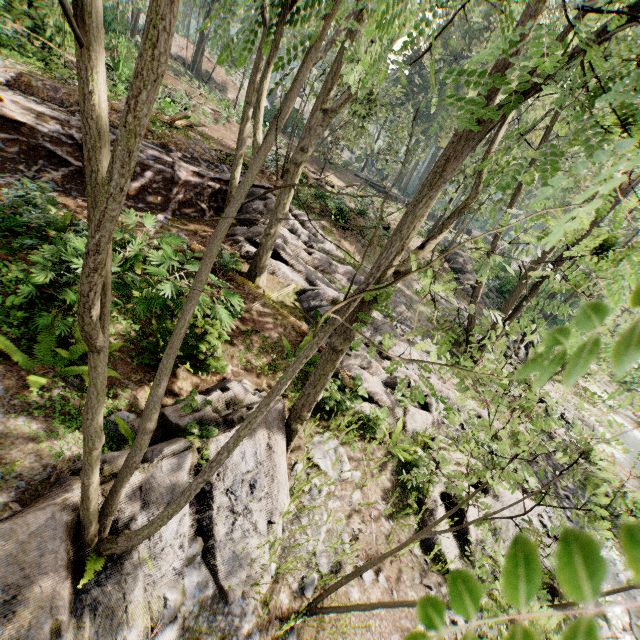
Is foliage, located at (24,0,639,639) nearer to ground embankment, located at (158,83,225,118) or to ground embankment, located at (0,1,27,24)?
ground embankment, located at (158,83,225,118)

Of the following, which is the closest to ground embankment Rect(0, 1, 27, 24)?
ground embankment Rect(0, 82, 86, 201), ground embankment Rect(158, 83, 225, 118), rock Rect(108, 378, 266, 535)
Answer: ground embankment Rect(158, 83, 225, 118)

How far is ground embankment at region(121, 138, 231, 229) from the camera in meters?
11.3

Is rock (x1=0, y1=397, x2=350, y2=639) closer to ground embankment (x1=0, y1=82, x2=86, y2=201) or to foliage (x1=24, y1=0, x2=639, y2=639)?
foliage (x1=24, y1=0, x2=639, y2=639)

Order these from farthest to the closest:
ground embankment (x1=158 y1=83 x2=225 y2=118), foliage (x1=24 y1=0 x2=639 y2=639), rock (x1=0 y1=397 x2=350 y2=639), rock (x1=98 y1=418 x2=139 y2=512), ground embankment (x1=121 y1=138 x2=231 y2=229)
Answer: ground embankment (x1=158 y1=83 x2=225 y2=118) → ground embankment (x1=121 y1=138 x2=231 y2=229) → rock (x1=98 y1=418 x2=139 y2=512) → rock (x1=0 y1=397 x2=350 y2=639) → foliage (x1=24 y1=0 x2=639 y2=639)

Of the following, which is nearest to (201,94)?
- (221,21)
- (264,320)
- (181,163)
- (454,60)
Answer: (181,163)

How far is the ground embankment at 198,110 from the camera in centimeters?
2006cm

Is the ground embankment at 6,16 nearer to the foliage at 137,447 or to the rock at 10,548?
the foliage at 137,447
